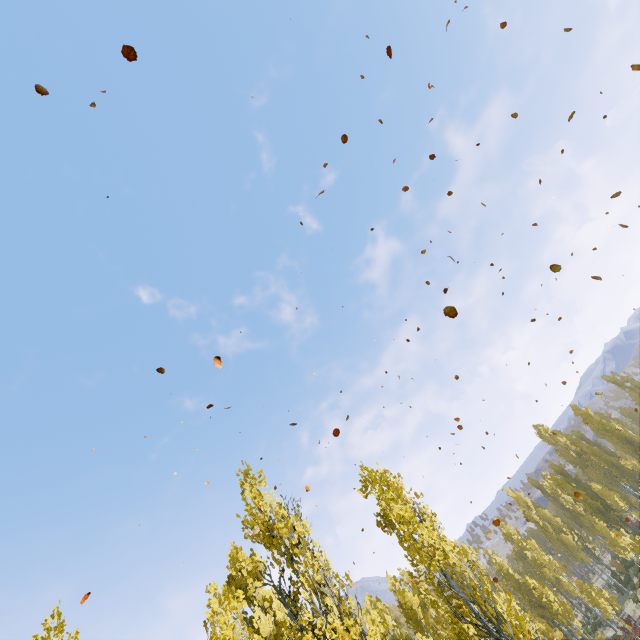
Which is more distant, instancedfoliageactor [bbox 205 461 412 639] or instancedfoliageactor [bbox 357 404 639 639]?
instancedfoliageactor [bbox 357 404 639 639]

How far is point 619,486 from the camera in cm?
3897

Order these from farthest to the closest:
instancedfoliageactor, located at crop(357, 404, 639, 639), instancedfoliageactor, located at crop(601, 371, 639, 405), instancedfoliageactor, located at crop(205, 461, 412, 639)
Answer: instancedfoliageactor, located at crop(601, 371, 639, 405) < instancedfoliageactor, located at crop(357, 404, 639, 639) < instancedfoliageactor, located at crop(205, 461, 412, 639)

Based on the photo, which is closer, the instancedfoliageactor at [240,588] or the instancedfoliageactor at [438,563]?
the instancedfoliageactor at [240,588]

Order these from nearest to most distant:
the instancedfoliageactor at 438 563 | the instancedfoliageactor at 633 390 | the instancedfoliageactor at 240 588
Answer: the instancedfoliageactor at 240 588
the instancedfoliageactor at 438 563
the instancedfoliageactor at 633 390
